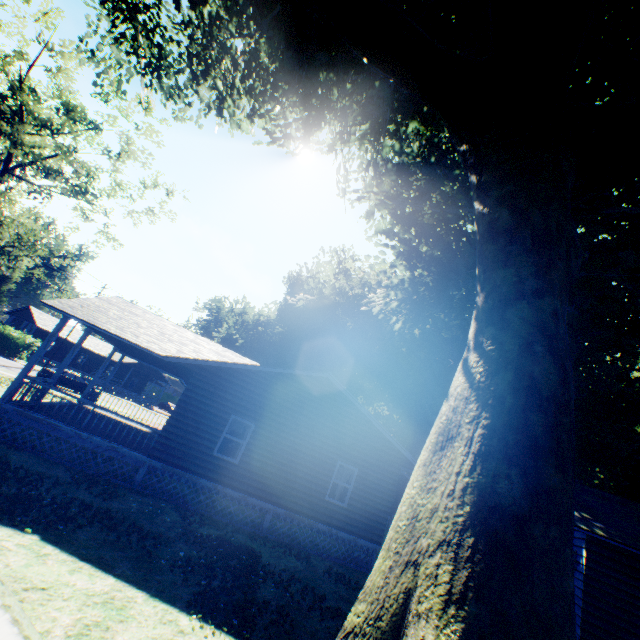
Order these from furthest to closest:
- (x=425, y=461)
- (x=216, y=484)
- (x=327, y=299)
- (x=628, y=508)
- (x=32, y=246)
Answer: (x=32, y=246)
(x=327, y=299)
(x=628, y=508)
(x=216, y=484)
(x=425, y=461)

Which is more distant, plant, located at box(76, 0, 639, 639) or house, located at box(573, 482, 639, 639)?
house, located at box(573, 482, 639, 639)

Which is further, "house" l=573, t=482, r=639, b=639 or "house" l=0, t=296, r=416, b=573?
"house" l=0, t=296, r=416, b=573

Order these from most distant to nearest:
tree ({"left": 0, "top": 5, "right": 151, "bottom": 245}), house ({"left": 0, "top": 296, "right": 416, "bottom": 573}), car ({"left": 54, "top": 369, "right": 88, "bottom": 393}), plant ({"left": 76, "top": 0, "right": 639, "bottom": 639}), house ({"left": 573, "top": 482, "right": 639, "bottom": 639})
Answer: car ({"left": 54, "top": 369, "right": 88, "bottom": 393}) → tree ({"left": 0, "top": 5, "right": 151, "bottom": 245}) → house ({"left": 0, "top": 296, "right": 416, "bottom": 573}) → house ({"left": 573, "top": 482, "right": 639, "bottom": 639}) → plant ({"left": 76, "top": 0, "right": 639, "bottom": 639})

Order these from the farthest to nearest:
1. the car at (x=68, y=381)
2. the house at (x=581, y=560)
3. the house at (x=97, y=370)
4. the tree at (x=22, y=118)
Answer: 1. the car at (x=68, y=381)
2. the tree at (x=22, y=118)
3. the house at (x=97, y=370)
4. the house at (x=581, y=560)

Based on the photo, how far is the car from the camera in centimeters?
2858cm

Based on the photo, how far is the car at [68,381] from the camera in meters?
28.6

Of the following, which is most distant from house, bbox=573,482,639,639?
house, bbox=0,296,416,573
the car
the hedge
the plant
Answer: the hedge
